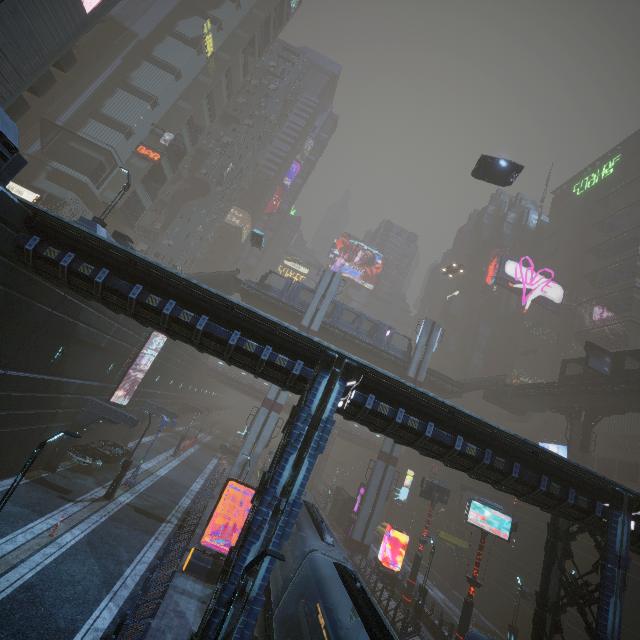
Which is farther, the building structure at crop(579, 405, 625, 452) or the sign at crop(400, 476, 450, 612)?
the building structure at crop(579, 405, 625, 452)

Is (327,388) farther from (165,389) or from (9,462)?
(165,389)

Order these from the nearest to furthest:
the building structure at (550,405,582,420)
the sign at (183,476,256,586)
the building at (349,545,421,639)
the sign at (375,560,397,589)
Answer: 1. the sign at (183,476,256,586)
2. the building at (349,545,421,639)
3. the sign at (375,560,397,589)
4. the building structure at (550,405,582,420)

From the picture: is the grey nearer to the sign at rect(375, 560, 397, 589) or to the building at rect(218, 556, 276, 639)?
the building at rect(218, 556, 276, 639)

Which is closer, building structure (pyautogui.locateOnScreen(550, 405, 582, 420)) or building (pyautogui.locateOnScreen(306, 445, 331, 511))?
building structure (pyautogui.locateOnScreen(550, 405, 582, 420))

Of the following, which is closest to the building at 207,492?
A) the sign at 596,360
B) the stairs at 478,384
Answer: the stairs at 478,384

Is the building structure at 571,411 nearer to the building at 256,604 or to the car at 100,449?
the building at 256,604

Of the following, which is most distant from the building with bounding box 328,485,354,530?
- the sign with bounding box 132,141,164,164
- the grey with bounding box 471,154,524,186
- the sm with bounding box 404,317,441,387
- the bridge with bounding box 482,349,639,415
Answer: the bridge with bounding box 482,349,639,415
